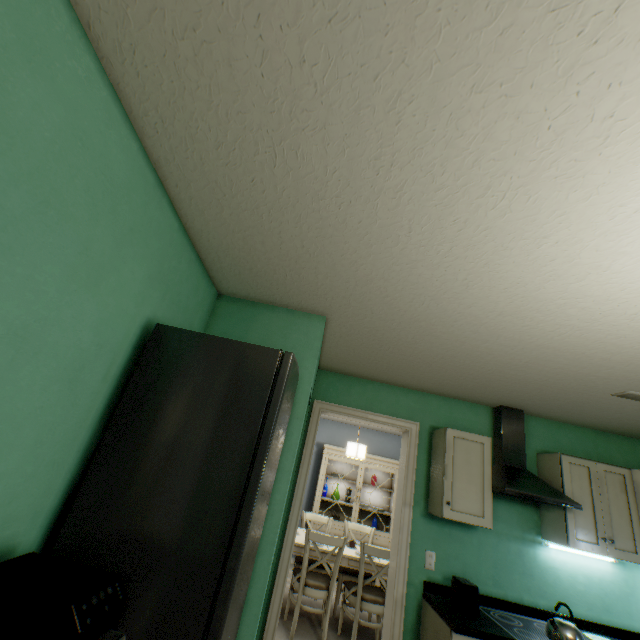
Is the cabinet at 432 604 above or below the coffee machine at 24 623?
below

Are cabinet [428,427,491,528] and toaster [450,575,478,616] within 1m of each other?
yes

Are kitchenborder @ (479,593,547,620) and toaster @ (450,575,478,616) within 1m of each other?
yes

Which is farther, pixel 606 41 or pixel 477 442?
pixel 477 442

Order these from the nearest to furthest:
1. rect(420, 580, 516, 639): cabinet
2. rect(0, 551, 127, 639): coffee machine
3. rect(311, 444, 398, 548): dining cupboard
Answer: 1. rect(0, 551, 127, 639): coffee machine
2. rect(420, 580, 516, 639): cabinet
3. rect(311, 444, 398, 548): dining cupboard

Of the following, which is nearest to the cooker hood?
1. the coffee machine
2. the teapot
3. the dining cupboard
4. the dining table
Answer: the teapot

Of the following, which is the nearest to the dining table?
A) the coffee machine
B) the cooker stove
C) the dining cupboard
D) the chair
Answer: the chair

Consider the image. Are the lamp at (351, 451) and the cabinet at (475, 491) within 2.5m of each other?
yes
